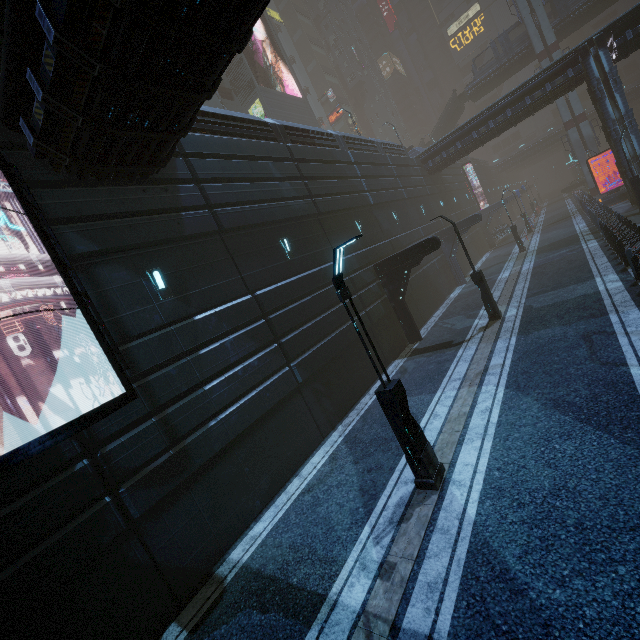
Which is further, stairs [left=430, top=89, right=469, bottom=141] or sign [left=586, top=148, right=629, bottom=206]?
stairs [left=430, top=89, right=469, bottom=141]

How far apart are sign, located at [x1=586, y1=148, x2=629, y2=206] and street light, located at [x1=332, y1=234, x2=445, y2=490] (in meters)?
35.46

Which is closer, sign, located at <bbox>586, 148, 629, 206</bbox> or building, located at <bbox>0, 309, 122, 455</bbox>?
building, located at <bbox>0, 309, 122, 455</bbox>

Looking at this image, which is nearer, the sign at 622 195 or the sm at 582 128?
the sign at 622 195

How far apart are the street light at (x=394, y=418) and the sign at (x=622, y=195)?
35.5 meters

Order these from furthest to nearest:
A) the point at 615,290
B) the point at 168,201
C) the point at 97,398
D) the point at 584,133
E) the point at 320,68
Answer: the point at 320,68 → the point at 584,133 → the point at 615,290 → the point at 168,201 → the point at 97,398

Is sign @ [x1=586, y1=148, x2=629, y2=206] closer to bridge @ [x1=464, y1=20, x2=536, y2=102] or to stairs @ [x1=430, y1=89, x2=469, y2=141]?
bridge @ [x1=464, y1=20, x2=536, y2=102]

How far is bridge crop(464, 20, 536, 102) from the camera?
41.2 meters
